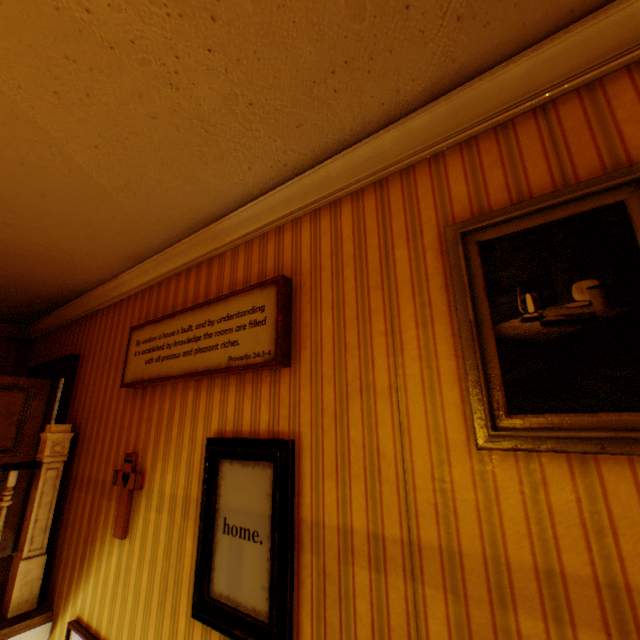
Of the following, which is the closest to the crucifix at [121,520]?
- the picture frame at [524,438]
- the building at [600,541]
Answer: the building at [600,541]

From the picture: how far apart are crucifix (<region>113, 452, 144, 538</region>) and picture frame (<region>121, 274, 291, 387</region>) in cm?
54

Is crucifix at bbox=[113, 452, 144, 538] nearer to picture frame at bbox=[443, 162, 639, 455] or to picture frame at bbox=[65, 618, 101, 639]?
picture frame at bbox=[65, 618, 101, 639]

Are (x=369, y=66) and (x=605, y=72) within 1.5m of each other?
yes

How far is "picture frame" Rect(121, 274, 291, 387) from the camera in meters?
2.0 m

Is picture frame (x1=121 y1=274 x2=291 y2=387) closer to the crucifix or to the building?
the building

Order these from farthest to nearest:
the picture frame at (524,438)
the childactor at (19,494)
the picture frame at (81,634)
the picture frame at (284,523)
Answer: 1. the childactor at (19,494)
2. the picture frame at (81,634)
3. the picture frame at (284,523)
4. the picture frame at (524,438)

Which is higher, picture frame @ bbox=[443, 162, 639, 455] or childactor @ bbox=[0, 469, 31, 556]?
picture frame @ bbox=[443, 162, 639, 455]
